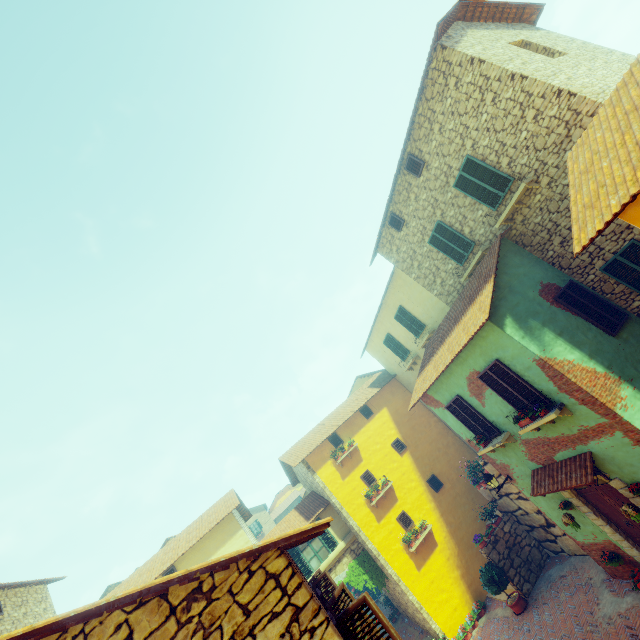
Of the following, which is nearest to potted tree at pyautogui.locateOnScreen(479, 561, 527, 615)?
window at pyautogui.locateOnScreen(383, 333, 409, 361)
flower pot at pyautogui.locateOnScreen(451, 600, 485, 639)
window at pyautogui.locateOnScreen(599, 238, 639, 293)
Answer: flower pot at pyautogui.locateOnScreen(451, 600, 485, 639)

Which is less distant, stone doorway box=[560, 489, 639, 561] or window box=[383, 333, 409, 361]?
stone doorway box=[560, 489, 639, 561]

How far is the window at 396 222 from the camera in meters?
13.4

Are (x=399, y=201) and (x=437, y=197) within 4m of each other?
yes

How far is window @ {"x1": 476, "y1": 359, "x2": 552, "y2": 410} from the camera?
8.52m

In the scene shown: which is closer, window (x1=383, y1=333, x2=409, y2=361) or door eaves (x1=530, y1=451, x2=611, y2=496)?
door eaves (x1=530, y1=451, x2=611, y2=496)

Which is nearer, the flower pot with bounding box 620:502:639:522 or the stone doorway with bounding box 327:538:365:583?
the flower pot with bounding box 620:502:639:522

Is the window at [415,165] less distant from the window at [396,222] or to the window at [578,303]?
the window at [396,222]
